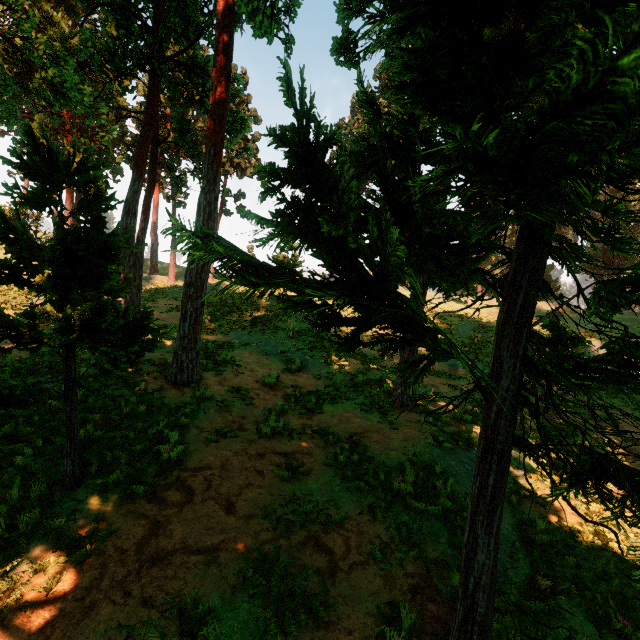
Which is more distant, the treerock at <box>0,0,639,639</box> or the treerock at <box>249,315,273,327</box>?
the treerock at <box>249,315,273,327</box>

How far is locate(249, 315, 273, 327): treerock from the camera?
20.45m

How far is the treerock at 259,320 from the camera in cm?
2045

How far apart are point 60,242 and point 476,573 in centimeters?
759cm

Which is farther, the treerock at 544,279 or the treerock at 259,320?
the treerock at 259,320
